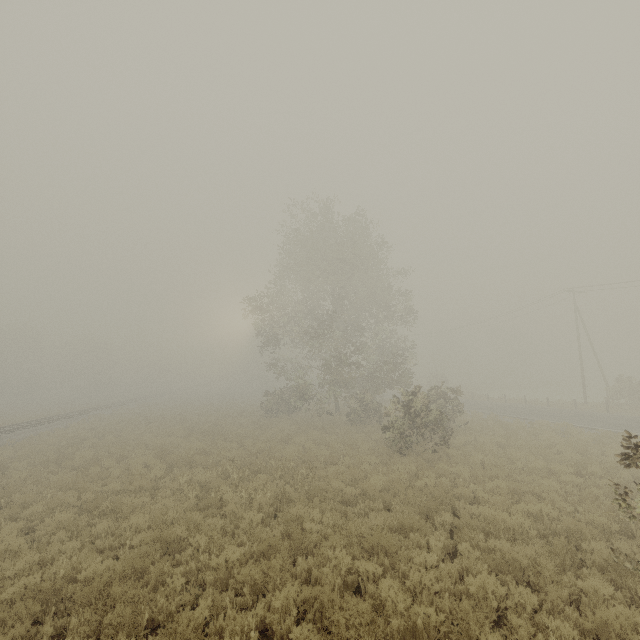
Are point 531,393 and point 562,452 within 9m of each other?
no
